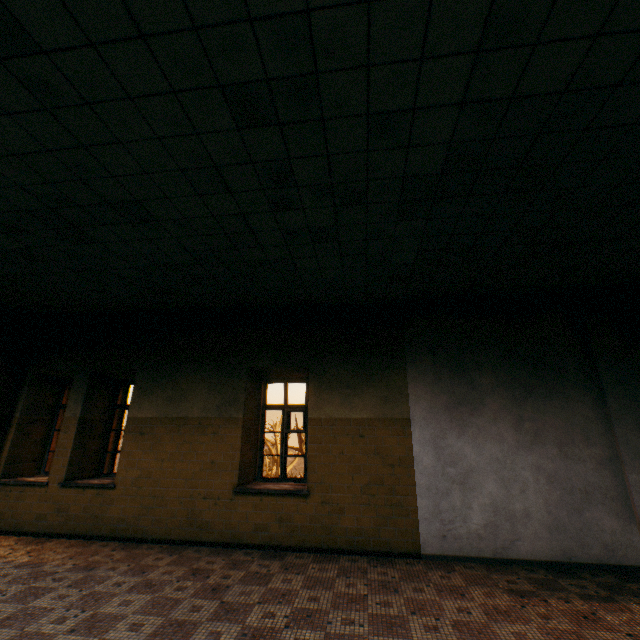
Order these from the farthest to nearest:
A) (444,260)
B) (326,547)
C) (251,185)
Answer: (326,547) → (444,260) → (251,185)
